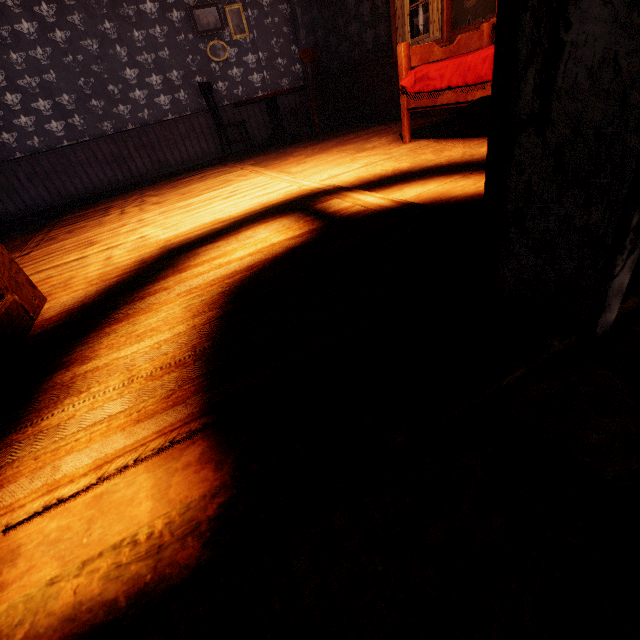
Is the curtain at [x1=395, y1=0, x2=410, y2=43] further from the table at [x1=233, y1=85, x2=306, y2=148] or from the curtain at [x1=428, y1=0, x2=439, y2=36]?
the table at [x1=233, y1=85, x2=306, y2=148]

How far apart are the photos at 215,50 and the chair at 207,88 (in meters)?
1.11

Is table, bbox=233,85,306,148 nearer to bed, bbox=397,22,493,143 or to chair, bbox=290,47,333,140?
chair, bbox=290,47,333,140

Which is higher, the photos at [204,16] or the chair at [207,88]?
the photos at [204,16]

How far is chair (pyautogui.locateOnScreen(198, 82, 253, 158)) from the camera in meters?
5.7 m

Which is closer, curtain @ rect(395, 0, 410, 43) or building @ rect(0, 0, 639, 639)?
building @ rect(0, 0, 639, 639)

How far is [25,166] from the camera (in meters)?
5.95

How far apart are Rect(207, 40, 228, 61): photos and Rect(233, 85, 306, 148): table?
1.63m
